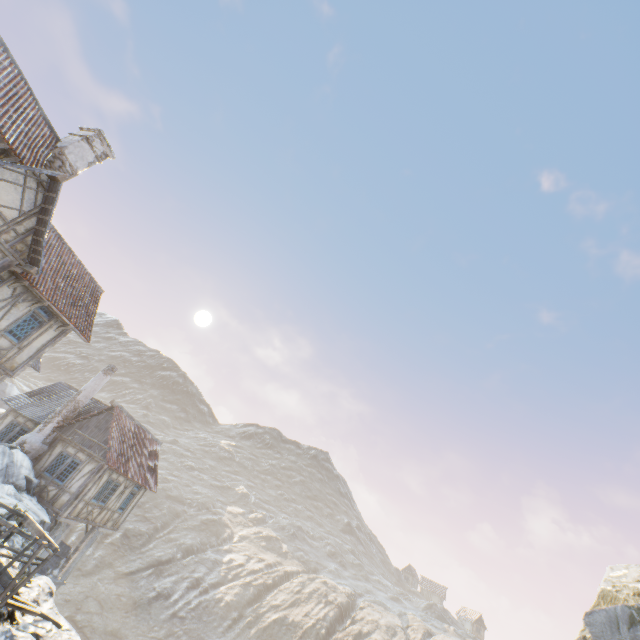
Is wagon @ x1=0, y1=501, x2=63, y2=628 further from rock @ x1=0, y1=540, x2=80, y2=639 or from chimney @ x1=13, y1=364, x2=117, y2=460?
chimney @ x1=13, y1=364, x2=117, y2=460

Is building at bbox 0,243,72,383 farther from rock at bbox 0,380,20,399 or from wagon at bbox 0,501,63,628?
rock at bbox 0,380,20,399

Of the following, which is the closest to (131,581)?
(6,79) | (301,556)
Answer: (301,556)

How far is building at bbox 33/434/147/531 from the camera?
17.91m

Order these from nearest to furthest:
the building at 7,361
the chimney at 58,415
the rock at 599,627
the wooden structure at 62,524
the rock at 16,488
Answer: the building at 7,361, the rock at 16,488, the rock at 599,627, the wooden structure at 62,524, the chimney at 58,415

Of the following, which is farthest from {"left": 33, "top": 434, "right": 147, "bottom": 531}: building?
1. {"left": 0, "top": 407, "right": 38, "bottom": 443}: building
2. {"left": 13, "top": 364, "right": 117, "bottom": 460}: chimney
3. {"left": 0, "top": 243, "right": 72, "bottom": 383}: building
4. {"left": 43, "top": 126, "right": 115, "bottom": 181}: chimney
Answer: {"left": 43, "top": 126, "right": 115, "bottom": 181}: chimney

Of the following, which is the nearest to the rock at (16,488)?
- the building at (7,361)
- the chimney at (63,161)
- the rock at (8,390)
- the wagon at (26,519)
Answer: the wagon at (26,519)

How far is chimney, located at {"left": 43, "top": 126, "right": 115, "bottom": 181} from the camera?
14.98m
